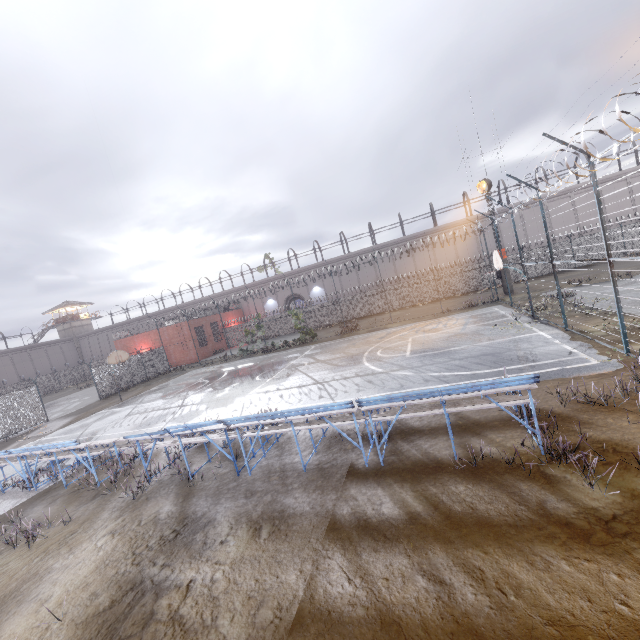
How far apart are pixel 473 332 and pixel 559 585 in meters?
13.9

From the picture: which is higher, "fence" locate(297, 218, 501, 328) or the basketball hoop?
the basketball hoop

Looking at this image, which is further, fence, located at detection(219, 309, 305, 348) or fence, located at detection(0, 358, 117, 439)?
fence, located at detection(219, 309, 305, 348)

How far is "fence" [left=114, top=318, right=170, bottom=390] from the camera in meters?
29.1

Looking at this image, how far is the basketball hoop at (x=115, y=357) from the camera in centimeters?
2284cm

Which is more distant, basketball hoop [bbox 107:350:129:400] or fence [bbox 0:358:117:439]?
basketball hoop [bbox 107:350:129:400]

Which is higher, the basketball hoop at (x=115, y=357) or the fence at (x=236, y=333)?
the basketball hoop at (x=115, y=357)
